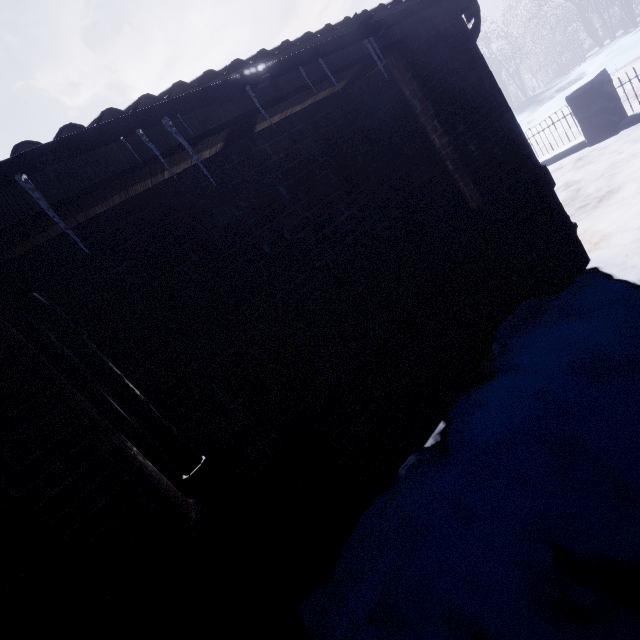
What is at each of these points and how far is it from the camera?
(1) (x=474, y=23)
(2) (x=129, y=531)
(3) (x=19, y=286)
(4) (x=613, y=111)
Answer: (1) pipe, 2.5 meters
(2) window, 1.1 meters
(3) pipe, 1.1 meters
(4) fence, 4.9 meters

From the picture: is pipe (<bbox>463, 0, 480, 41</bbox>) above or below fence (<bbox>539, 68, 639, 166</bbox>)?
above

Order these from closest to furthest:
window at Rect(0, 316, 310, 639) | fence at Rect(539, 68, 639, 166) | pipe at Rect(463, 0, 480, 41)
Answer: window at Rect(0, 316, 310, 639) < pipe at Rect(463, 0, 480, 41) < fence at Rect(539, 68, 639, 166)

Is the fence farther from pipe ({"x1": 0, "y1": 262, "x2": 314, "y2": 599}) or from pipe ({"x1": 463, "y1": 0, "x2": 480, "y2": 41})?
pipe ({"x1": 0, "y1": 262, "x2": 314, "y2": 599})

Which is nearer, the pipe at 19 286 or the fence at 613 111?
the pipe at 19 286

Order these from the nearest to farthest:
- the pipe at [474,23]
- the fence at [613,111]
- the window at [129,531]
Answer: the window at [129,531] → the pipe at [474,23] → the fence at [613,111]

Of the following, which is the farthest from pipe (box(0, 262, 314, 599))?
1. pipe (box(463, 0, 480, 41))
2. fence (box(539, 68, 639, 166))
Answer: fence (box(539, 68, 639, 166))
